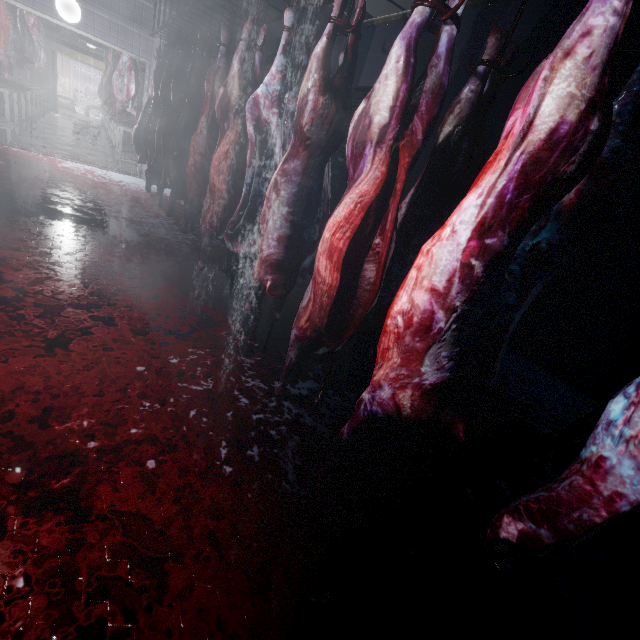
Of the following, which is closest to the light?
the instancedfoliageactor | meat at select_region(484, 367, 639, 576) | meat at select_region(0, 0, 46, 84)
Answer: meat at select_region(0, 0, 46, 84)

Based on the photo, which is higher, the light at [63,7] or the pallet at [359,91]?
the pallet at [359,91]

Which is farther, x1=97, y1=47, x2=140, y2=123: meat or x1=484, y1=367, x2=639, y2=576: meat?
x1=97, y1=47, x2=140, y2=123: meat

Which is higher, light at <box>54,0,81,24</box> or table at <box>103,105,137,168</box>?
light at <box>54,0,81,24</box>

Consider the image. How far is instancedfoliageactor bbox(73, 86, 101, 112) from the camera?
18.2m

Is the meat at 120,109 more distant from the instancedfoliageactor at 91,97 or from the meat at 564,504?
the instancedfoliageactor at 91,97

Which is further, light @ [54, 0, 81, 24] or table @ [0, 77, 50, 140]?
table @ [0, 77, 50, 140]

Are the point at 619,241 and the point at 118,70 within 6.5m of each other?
no
